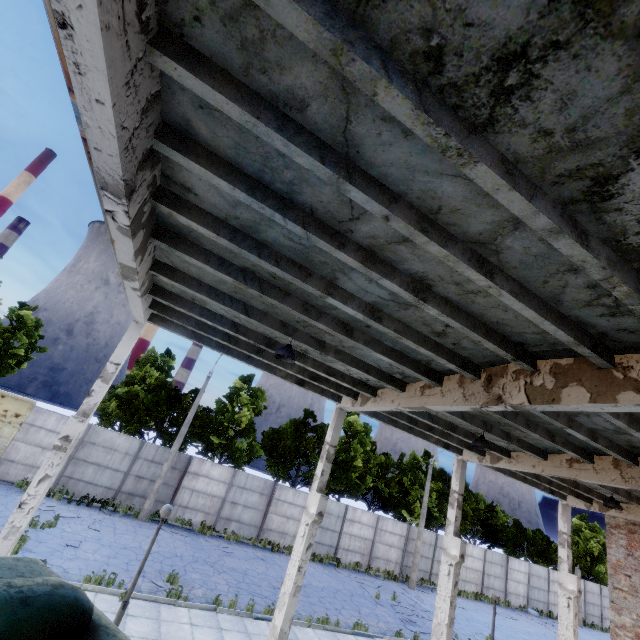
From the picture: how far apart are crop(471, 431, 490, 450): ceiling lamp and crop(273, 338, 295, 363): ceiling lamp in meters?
5.9 m

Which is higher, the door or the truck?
the truck

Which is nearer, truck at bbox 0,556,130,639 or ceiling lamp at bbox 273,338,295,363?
truck at bbox 0,556,130,639

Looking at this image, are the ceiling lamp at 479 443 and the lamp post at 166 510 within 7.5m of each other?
no

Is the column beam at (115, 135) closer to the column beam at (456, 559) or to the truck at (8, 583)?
the truck at (8, 583)

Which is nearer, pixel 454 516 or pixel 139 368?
pixel 454 516

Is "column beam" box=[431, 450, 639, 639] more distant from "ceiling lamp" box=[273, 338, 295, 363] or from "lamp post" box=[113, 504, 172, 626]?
"lamp post" box=[113, 504, 172, 626]

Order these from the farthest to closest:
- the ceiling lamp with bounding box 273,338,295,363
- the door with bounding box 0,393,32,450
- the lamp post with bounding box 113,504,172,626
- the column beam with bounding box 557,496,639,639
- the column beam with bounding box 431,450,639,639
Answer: the door with bounding box 0,393,32,450
the column beam with bounding box 557,496,639,639
the column beam with bounding box 431,450,639,639
the lamp post with bounding box 113,504,172,626
the ceiling lamp with bounding box 273,338,295,363
